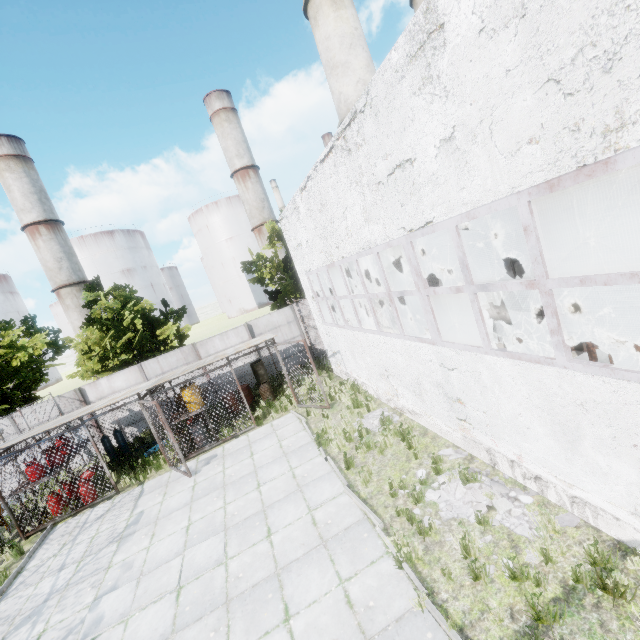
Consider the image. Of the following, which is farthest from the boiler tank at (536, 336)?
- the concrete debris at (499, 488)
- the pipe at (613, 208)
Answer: the pipe at (613, 208)

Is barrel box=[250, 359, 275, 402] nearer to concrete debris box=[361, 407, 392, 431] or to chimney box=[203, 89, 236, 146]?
concrete debris box=[361, 407, 392, 431]

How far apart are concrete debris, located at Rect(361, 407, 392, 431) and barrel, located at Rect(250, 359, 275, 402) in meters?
6.3

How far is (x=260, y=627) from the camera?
5.3 meters

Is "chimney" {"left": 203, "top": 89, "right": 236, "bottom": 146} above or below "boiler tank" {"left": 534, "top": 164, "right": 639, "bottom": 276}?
above

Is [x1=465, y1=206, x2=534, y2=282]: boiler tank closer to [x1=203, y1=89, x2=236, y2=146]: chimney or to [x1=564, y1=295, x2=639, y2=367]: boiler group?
[x1=564, y1=295, x2=639, y2=367]: boiler group

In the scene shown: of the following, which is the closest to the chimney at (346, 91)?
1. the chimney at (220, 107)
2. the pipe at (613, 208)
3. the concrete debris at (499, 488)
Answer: the concrete debris at (499, 488)

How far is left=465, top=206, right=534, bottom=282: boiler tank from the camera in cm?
1016
